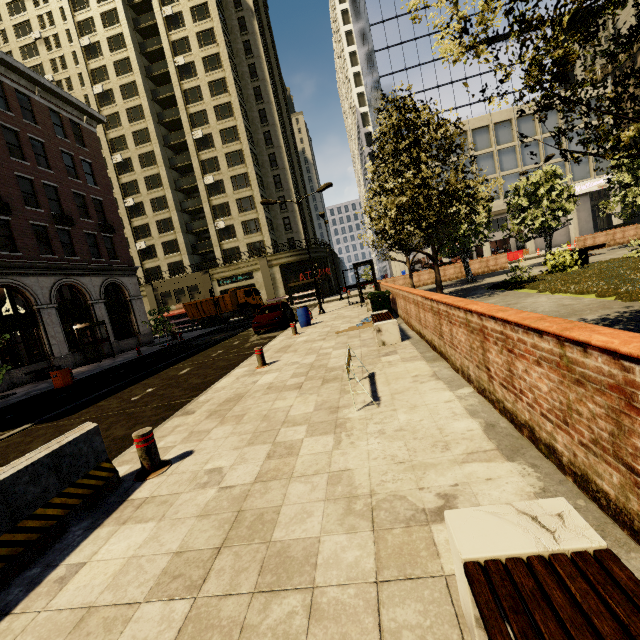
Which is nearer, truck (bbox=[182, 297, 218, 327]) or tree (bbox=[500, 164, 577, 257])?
tree (bbox=[500, 164, 577, 257])

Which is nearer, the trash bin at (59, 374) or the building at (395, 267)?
the trash bin at (59, 374)

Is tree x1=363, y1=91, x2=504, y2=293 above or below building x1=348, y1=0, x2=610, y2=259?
below

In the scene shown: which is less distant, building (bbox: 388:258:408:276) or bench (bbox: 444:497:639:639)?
bench (bbox: 444:497:639:639)

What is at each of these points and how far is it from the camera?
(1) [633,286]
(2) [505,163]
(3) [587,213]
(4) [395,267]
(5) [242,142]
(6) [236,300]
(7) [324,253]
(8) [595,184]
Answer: (1) plant, 8.4m
(2) building, 37.9m
(3) building, 41.7m
(4) building, 50.7m
(5) building, 41.7m
(6) truck, 35.1m
(7) building, 45.2m
(8) sign, 36.8m

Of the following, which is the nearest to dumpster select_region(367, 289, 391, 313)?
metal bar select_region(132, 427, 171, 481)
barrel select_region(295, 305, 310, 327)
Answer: barrel select_region(295, 305, 310, 327)

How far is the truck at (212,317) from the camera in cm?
3416

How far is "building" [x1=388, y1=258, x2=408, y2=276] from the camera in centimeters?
4111cm
